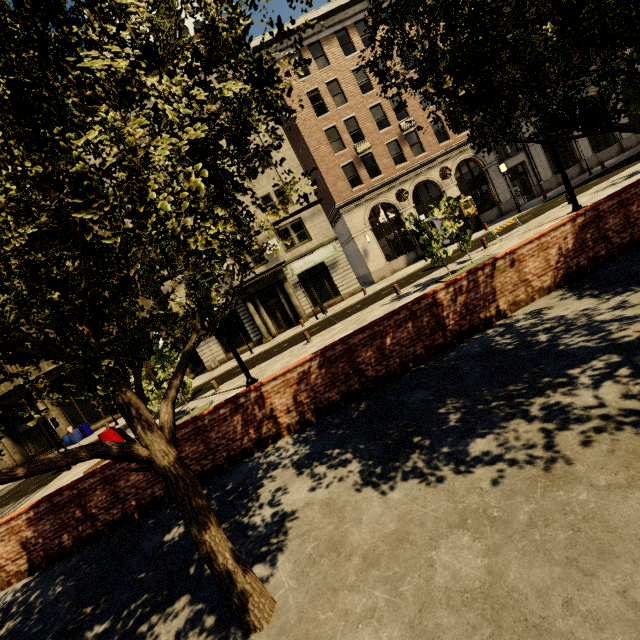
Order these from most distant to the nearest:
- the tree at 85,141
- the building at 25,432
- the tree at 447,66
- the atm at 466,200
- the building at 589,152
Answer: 1. the building at 589,152
2. the atm at 466,200
3. the building at 25,432
4. the tree at 447,66
5. the tree at 85,141

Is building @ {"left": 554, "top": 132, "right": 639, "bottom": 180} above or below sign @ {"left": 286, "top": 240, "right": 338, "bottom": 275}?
below

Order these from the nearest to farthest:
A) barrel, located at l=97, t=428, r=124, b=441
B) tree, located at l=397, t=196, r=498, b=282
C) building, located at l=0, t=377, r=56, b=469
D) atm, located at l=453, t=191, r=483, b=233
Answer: barrel, located at l=97, t=428, r=124, b=441, tree, located at l=397, t=196, r=498, b=282, building, located at l=0, t=377, r=56, b=469, atm, located at l=453, t=191, r=483, b=233

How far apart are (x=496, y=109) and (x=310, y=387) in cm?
521

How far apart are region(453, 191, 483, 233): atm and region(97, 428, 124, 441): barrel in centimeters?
2628cm

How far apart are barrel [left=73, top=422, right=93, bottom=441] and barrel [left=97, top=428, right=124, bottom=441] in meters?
15.3

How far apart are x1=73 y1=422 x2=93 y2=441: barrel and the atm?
33.5m

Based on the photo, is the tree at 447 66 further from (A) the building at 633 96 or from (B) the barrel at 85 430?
(B) the barrel at 85 430
